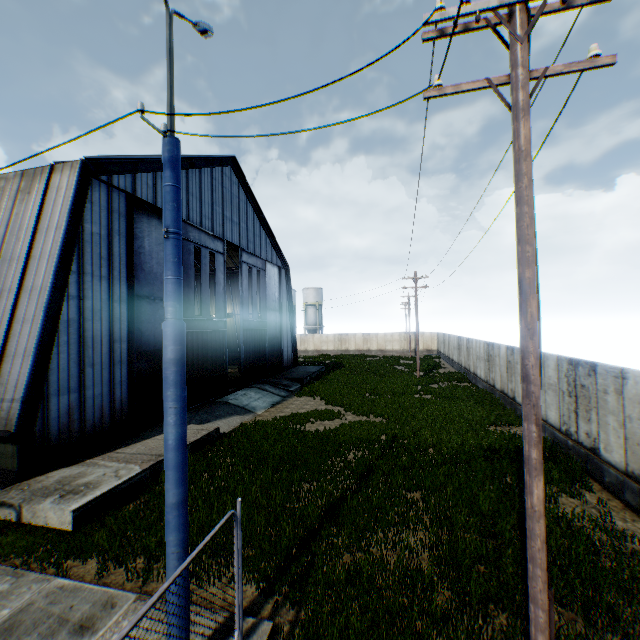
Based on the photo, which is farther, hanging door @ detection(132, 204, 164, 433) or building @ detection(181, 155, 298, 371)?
building @ detection(181, 155, 298, 371)

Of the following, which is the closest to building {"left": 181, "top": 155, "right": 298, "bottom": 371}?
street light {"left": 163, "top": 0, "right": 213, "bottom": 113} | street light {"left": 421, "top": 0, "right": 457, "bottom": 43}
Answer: street light {"left": 163, "top": 0, "right": 213, "bottom": 113}

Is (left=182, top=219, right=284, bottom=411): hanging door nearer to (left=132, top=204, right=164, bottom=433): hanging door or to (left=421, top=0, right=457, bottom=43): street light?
(left=132, top=204, right=164, bottom=433): hanging door

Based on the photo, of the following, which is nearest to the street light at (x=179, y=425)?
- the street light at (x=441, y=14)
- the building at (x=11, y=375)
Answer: the street light at (x=441, y=14)

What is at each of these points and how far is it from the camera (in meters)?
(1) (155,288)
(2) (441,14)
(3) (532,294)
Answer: (1) hanging door, 16.39
(2) street light, 4.38
(3) street light, 4.12

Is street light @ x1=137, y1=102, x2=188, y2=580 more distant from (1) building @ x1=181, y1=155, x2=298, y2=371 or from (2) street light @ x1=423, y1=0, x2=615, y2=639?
(1) building @ x1=181, y1=155, x2=298, y2=371

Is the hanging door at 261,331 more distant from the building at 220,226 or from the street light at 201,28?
the street light at 201,28

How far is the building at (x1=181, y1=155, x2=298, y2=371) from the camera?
19.11m
